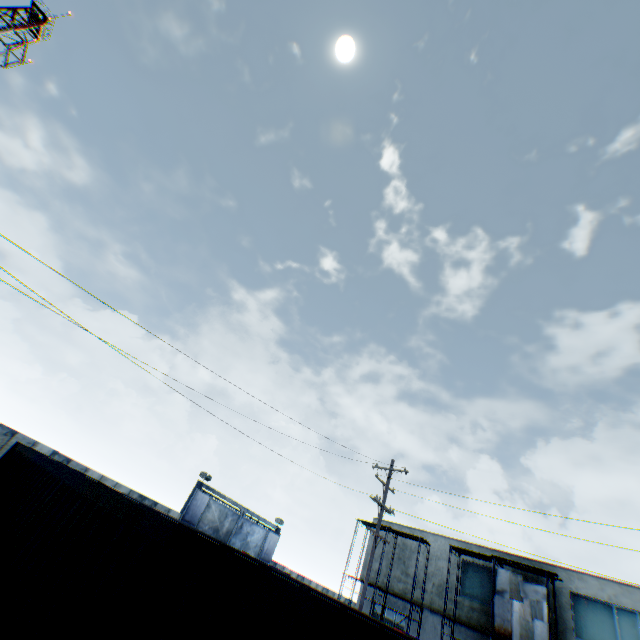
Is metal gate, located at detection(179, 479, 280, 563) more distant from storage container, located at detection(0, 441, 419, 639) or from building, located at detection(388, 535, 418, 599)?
storage container, located at detection(0, 441, 419, 639)

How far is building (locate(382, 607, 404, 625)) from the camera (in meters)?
25.53

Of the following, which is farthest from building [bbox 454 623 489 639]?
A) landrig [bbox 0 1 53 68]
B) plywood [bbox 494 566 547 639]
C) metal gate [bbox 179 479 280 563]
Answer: landrig [bbox 0 1 53 68]

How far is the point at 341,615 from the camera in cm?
158

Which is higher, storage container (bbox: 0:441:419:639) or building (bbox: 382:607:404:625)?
building (bbox: 382:607:404:625)

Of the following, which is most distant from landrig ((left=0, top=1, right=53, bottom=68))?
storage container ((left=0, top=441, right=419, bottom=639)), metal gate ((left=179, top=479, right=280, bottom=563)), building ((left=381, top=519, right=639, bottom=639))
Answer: building ((left=381, top=519, right=639, bottom=639))

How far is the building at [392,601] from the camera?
25.60m

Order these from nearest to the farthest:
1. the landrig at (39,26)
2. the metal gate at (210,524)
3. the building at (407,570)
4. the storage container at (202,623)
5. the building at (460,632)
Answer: the storage container at (202,623), the building at (460,632), the building at (407,570), the metal gate at (210,524), the landrig at (39,26)
